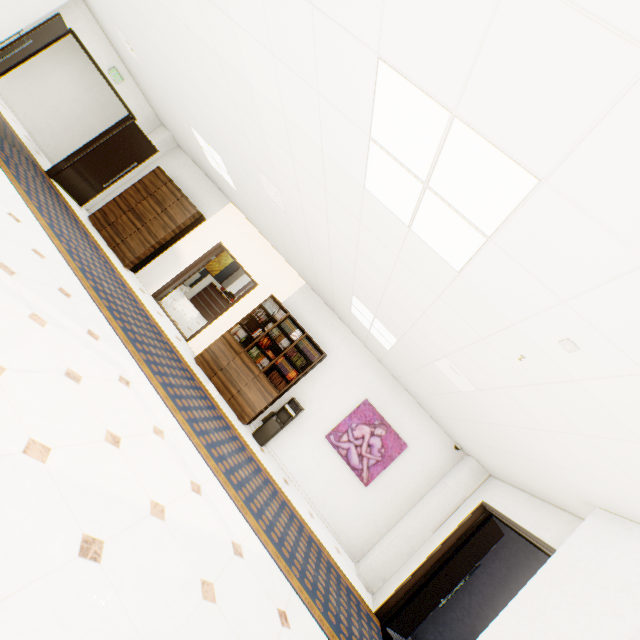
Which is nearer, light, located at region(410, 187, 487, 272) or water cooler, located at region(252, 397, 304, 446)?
light, located at region(410, 187, 487, 272)

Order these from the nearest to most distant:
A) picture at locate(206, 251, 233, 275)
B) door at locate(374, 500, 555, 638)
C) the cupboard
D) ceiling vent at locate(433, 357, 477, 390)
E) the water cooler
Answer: ceiling vent at locate(433, 357, 477, 390)
door at locate(374, 500, 555, 638)
the water cooler
the cupboard
picture at locate(206, 251, 233, 275)

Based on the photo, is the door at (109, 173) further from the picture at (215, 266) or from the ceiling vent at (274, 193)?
the picture at (215, 266)

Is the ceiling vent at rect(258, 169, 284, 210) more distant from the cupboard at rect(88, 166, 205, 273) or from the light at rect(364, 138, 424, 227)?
the cupboard at rect(88, 166, 205, 273)

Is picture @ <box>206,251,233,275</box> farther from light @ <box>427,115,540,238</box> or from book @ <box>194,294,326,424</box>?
light @ <box>427,115,540,238</box>

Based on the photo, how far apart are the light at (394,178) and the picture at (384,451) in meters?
5.0 m

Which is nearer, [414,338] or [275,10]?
[275,10]

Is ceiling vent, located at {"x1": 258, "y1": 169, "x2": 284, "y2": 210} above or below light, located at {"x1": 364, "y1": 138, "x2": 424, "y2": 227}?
below
